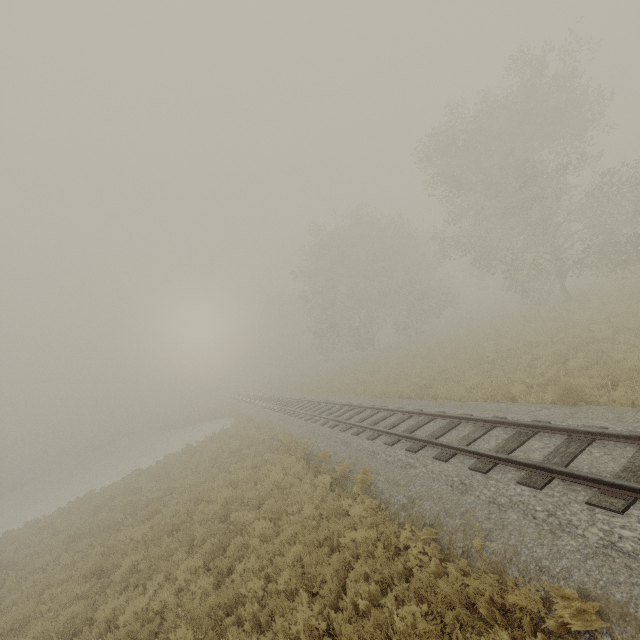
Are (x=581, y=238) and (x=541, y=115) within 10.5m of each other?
yes
